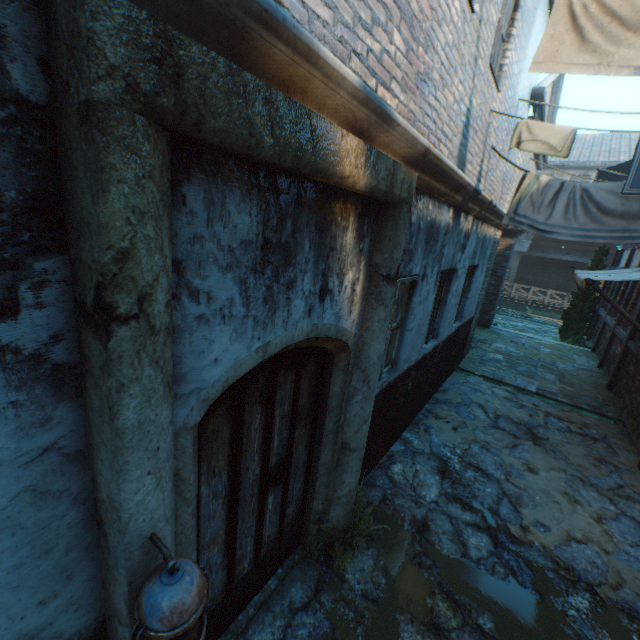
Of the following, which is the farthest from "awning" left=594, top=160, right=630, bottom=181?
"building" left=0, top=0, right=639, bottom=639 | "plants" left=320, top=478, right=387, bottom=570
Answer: "plants" left=320, top=478, right=387, bottom=570

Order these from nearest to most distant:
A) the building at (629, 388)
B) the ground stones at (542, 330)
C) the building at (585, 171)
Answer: the building at (629, 388) < the ground stones at (542, 330) < the building at (585, 171)

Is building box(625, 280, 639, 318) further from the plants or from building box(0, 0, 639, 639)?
the plants

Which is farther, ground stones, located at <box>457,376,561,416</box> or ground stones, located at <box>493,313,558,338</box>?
ground stones, located at <box>493,313,558,338</box>

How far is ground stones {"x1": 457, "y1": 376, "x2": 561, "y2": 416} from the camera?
7.0m

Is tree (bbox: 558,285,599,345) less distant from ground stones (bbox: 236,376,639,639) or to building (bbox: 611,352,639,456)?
building (bbox: 611,352,639,456)

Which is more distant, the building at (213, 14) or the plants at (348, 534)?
the plants at (348, 534)

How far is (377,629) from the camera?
2.75m
